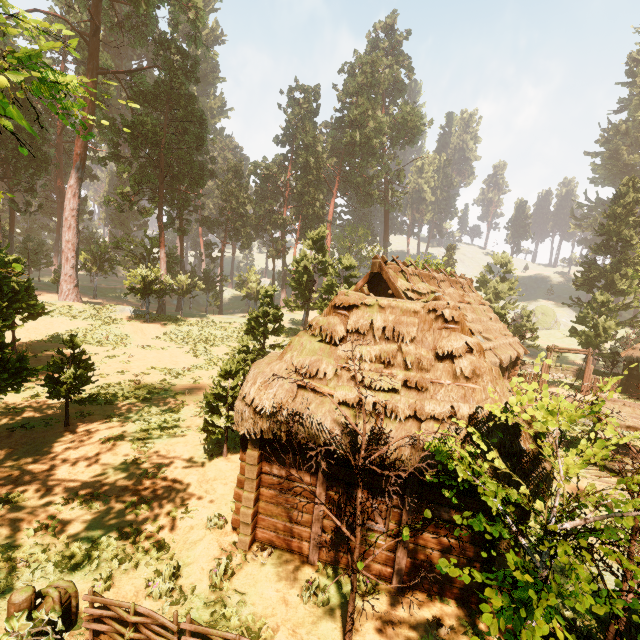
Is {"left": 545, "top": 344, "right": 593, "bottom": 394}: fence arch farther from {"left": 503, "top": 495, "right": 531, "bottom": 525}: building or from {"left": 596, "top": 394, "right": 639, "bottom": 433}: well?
{"left": 596, "top": 394, "right": 639, "bottom": 433}: well

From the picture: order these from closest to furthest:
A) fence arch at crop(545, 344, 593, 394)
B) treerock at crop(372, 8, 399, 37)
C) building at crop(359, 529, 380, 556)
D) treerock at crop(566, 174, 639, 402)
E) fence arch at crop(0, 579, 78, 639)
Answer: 1. fence arch at crop(0, 579, 78, 639)
2. building at crop(359, 529, 380, 556)
3. fence arch at crop(545, 344, 593, 394)
4. treerock at crop(566, 174, 639, 402)
5. treerock at crop(372, 8, 399, 37)

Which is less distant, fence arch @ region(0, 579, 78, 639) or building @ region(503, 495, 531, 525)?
fence arch @ region(0, 579, 78, 639)

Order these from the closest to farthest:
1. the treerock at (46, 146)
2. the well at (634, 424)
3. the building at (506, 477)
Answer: the building at (506, 477)
the treerock at (46, 146)
the well at (634, 424)

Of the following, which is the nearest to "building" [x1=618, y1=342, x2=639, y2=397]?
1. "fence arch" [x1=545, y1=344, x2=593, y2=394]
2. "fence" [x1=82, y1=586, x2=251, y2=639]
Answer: "fence arch" [x1=545, y1=344, x2=593, y2=394]

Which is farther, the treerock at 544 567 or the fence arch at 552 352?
the fence arch at 552 352

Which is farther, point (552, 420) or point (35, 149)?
point (35, 149)

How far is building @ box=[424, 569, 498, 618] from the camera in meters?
6.8 m
